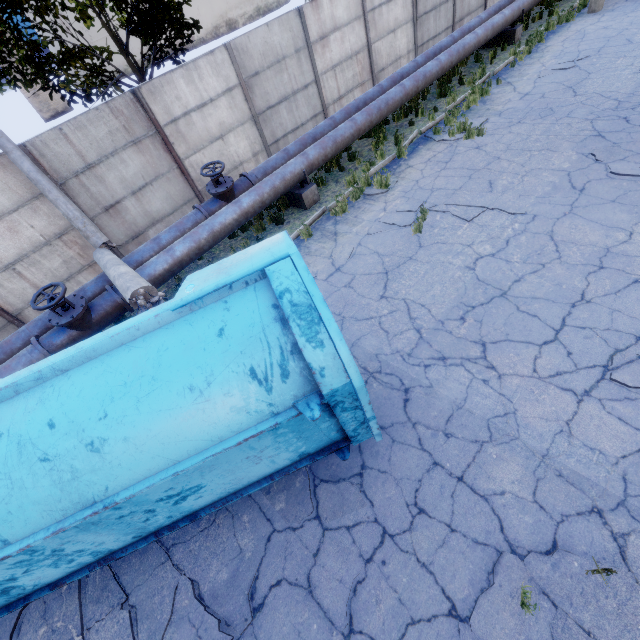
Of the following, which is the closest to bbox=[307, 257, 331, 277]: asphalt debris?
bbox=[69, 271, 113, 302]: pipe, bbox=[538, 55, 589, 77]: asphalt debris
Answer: bbox=[69, 271, 113, 302]: pipe

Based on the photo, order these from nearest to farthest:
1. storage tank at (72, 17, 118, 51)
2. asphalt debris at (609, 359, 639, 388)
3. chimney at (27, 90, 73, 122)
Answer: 1. asphalt debris at (609, 359, 639, 388)
2. chimney at (27, 90, 73, 122)
3. storage tank at (72, 17, 118, 51)

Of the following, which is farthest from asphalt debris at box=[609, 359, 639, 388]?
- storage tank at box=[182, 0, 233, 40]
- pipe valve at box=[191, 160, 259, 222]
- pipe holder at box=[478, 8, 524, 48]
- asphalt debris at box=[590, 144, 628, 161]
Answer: storage tank at box=[182, 0, 233, 40]

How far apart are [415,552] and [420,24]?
17.92m

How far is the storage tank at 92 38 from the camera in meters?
57.1

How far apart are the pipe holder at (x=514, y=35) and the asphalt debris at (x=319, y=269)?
13.38m

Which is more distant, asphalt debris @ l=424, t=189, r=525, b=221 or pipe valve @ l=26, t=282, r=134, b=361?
asphalt debris @ l=424, t=189, r=525, b=221

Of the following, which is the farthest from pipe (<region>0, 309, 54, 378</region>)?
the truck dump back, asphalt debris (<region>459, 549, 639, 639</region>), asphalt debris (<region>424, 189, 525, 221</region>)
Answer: asphalt debris (<region>459, 549, 639, 639</region>)
